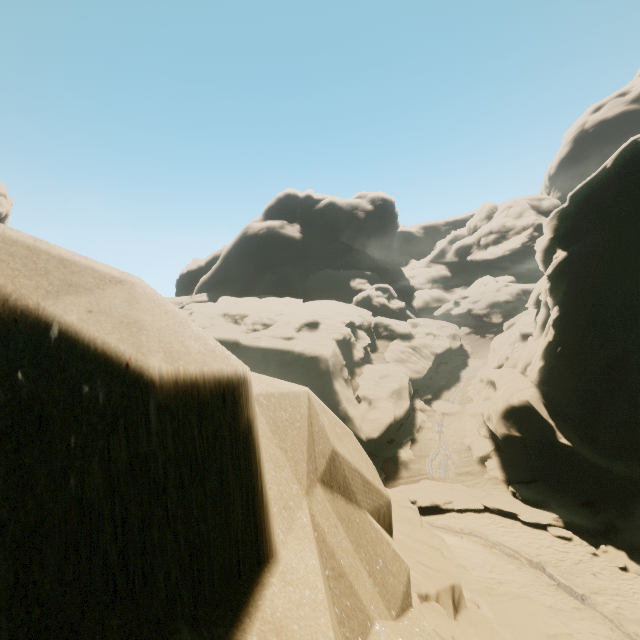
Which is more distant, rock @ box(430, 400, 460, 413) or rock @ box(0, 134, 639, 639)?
rock @ box(430, 400, 460, 413)

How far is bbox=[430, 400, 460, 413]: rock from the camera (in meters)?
32.09

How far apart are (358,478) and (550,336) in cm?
2300

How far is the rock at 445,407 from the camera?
32.1 meters

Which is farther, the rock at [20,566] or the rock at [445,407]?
the rock at [445,407]
